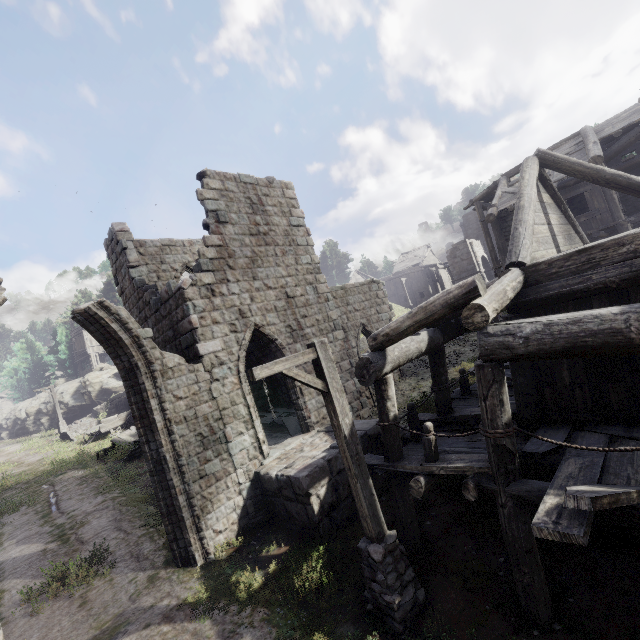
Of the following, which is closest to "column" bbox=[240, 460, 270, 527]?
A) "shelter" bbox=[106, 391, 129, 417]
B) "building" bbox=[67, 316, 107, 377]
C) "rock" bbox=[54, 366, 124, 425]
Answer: "shelter" bbox=[106, 391, 129, 417]

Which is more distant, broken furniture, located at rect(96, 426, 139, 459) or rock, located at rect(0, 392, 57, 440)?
rock, located at rect(0, 392, 57, 440)

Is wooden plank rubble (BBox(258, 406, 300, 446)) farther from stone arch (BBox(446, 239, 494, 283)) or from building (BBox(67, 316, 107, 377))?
building (BBox(67, 316, 107, 377))

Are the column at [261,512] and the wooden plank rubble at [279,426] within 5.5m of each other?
yes

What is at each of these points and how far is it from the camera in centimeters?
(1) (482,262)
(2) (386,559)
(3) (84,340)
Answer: (1) stone arch, 3869cm
(2) wooden lamp post, 532cm
(3) building, 4119cm

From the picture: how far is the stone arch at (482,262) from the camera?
34.7m

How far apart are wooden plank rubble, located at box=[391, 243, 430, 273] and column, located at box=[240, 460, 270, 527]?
41.6 meters

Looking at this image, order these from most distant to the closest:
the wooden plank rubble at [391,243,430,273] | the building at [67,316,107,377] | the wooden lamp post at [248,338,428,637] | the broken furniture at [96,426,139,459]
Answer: the wooden plank rubble at [391,243,430,273] < the building at [67,316,107,377] < the broken furniture at [96,426,139,459] < the wooden lamp post at [248,338,428,637]
